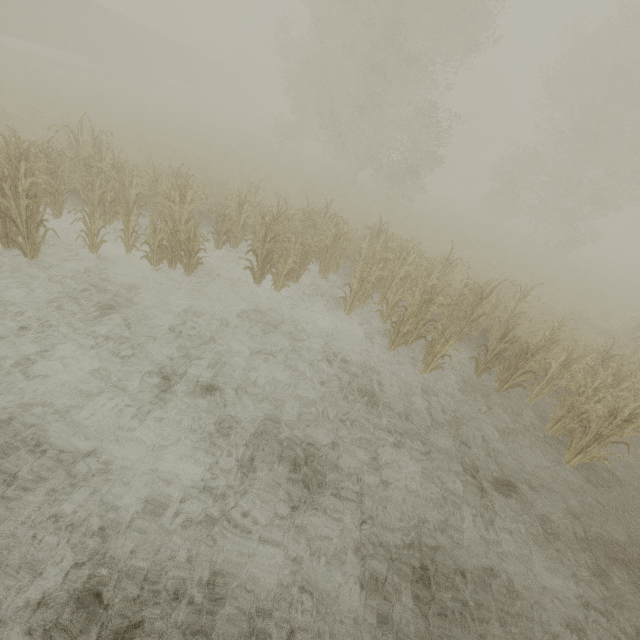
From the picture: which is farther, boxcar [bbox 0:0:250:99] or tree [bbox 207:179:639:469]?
boxcar [bbox 0:0:250:99]

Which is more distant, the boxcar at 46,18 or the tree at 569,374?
the boxcar at 46,18

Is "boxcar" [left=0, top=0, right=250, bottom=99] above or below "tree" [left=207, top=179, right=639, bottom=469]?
above

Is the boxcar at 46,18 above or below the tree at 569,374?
above

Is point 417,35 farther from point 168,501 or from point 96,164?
point 168,501
